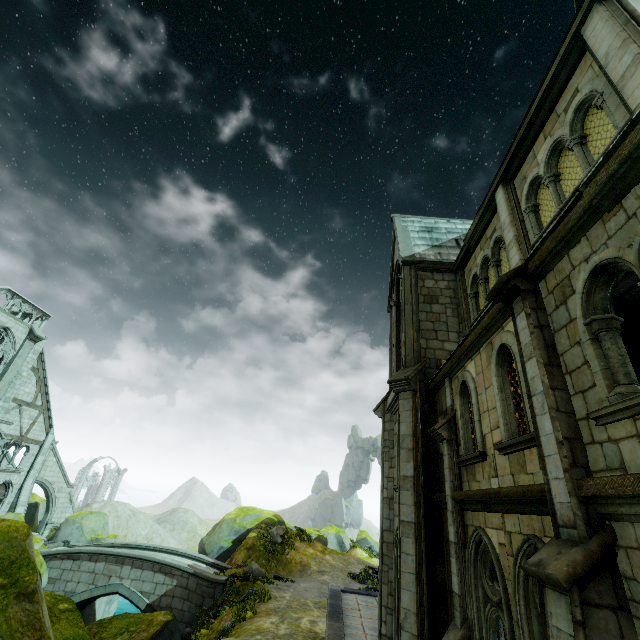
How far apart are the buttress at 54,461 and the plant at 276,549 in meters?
18.4 m

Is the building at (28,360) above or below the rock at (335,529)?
above

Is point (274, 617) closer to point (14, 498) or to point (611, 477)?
point (611, 477)

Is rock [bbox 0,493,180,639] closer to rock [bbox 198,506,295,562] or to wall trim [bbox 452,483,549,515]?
rock [bbox 198,506,295,562]

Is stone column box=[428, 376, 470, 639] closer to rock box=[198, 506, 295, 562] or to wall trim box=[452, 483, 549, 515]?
wall trim box=[452, 483, 549, 515]

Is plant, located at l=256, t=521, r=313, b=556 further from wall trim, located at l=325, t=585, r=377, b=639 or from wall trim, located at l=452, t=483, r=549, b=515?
wall trim, located at l=452, t=483, r=549, b=515

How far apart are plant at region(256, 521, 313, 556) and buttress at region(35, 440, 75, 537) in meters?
18.4 m

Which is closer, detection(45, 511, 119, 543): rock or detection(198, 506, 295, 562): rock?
detection(45, 511, 119, 543): rock
